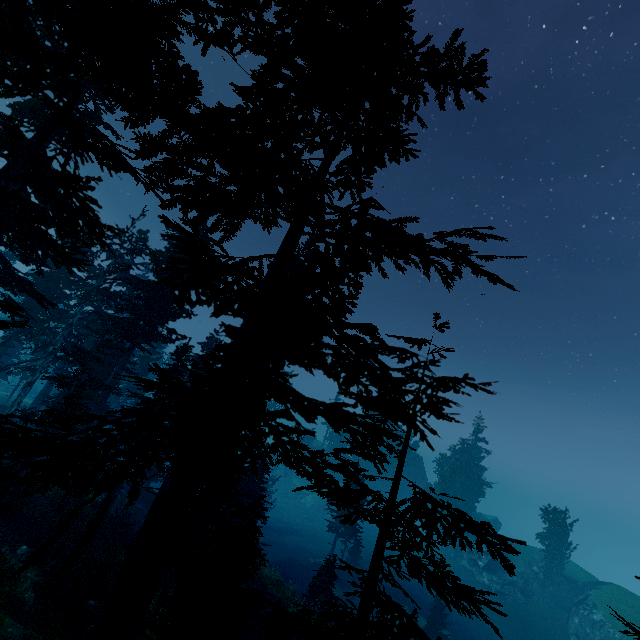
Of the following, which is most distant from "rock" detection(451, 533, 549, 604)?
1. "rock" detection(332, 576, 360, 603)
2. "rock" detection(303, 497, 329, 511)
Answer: "rock" detection(332, 576, 360, 603)

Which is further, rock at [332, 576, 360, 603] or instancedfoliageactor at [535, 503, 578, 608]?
instancedfoliageactor at [535, 503, 578, 608]

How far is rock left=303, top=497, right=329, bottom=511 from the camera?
58.8 meters

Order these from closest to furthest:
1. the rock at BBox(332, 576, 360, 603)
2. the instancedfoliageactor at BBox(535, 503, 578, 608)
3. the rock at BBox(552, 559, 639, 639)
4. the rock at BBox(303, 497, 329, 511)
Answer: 1. the rock at BBox(332, 576, 360, 603)
2. the rock at BBox(552, 559, 639, 639)
3. the instancedfoliageactor at BBox(535, 503, 578, 608)
4. the rock at BBox(303, 497, 329, 511)

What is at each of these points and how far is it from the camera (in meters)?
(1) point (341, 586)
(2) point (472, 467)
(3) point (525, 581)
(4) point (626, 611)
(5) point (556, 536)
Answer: (1) rock, 32.44
(2) instancedfoliageactor, 51.66
(3) rock, 41.50
(4) rock, 34.16
(5) instancedfoliageactor, 42.03

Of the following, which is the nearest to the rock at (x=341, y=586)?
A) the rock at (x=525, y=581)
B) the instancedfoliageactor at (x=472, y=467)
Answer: the instancedfoliageactor at (x=472, y=467)

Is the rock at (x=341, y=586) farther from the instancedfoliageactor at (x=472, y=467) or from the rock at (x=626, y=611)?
the rock at (x=626, y=611)

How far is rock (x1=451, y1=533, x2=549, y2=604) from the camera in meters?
40.7 m
